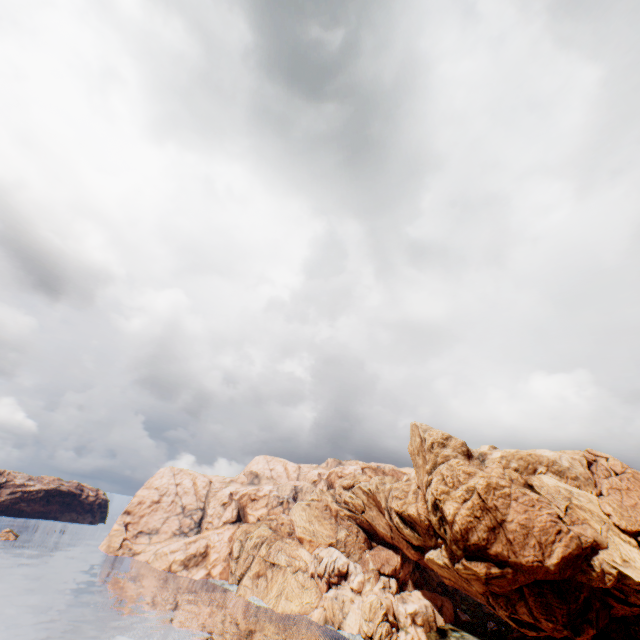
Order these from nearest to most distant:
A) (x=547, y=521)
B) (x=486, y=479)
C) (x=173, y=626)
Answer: (x=547, y=521) < (x=486, y=479) < (x=173, y=626)
